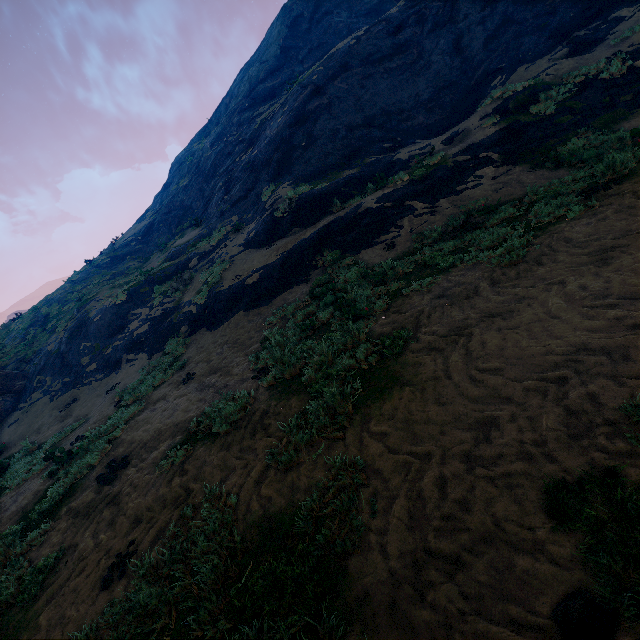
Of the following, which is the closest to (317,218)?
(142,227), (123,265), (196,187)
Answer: (196,187)

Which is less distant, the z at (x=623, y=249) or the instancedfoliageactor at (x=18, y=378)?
the z at (x=623, y=249)

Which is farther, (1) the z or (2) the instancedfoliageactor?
(2) the instancedfoliageactor
